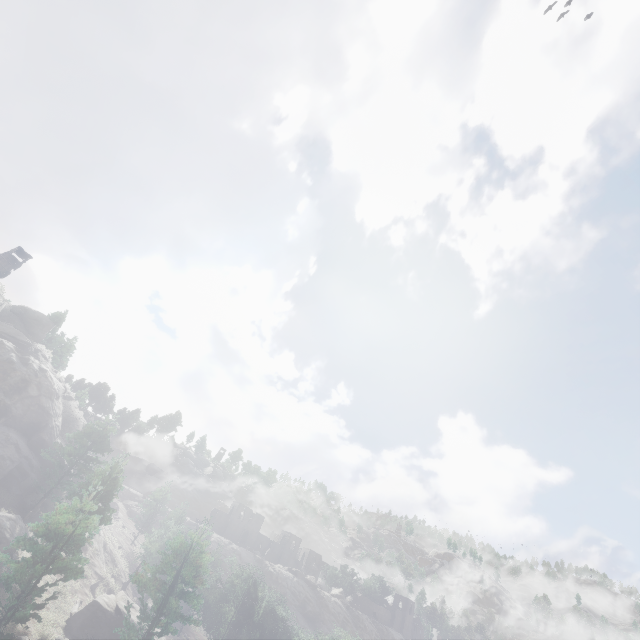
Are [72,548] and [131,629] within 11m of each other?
yes
